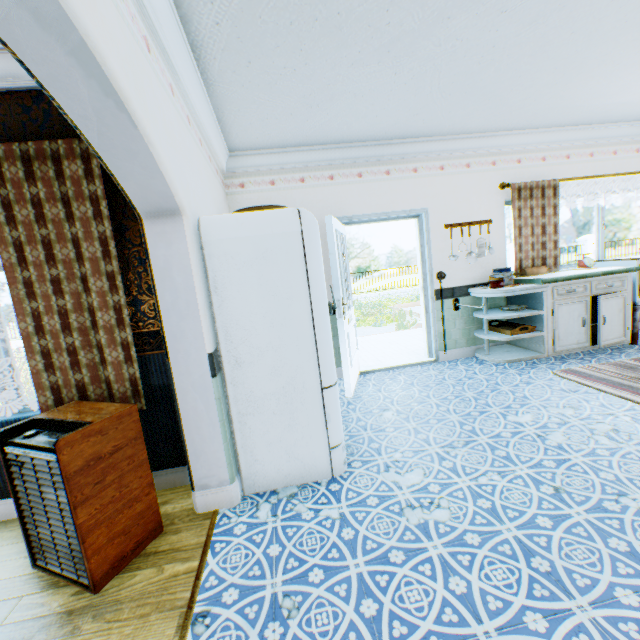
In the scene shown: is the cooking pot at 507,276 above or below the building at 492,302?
above

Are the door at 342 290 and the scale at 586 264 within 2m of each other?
no

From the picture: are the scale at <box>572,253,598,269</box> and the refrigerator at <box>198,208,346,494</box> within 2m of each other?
no

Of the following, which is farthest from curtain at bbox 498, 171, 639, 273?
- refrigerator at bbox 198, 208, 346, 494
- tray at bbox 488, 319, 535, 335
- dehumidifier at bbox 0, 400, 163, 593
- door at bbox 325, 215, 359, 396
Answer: dehumidifier at bbox 0, 400, 163, 593

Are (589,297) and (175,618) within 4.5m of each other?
no

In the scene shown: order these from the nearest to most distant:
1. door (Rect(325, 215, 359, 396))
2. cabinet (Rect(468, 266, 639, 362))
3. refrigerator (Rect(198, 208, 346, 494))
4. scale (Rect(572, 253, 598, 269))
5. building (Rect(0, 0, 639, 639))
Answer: building (Rect(0, 0, 639, 639)) → refrigerator (Rect(198, 208, 346, 494)) → door (Rect(325, 215, 359, 396)) → cabinet (Rect(468, 266, 639, 362)) → scale (Rect(572, 253, 598, 269))

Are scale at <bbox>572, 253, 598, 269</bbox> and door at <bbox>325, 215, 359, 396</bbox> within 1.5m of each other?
no

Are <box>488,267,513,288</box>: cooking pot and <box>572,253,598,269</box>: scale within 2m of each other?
yes
